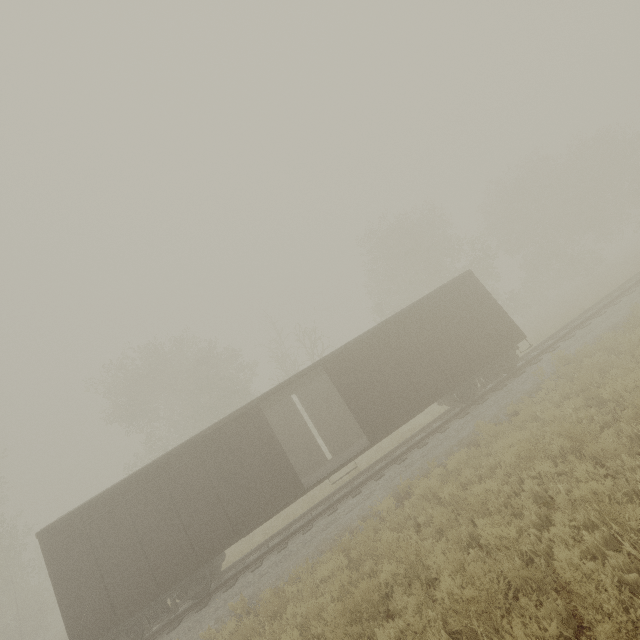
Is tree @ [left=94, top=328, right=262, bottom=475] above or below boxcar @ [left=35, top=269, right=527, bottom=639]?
above

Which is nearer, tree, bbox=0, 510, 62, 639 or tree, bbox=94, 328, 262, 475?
tree, bbox=0, 510, 62, 639

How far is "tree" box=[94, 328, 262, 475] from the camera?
27.0m

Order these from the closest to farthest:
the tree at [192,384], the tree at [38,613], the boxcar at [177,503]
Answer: the boxcar at [177,503] → the tree at [38,613] → the tree at [192,384]

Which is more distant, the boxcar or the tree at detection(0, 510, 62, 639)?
the tree at detection(0, 510, 62, 639)

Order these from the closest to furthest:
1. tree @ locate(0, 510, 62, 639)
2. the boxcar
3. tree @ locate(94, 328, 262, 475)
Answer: the boxcar, tree @ locate(0, 510, 62, 639), tree @ locate(94, 328, 262, 475)

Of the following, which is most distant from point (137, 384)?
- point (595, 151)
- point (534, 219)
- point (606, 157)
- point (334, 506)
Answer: point (595, 151)

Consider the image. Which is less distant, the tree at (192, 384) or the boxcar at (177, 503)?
the boxcar at (177, 503)
